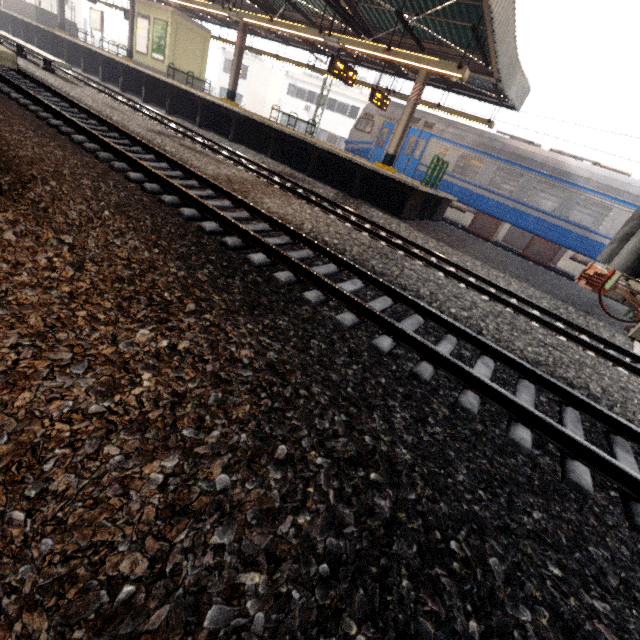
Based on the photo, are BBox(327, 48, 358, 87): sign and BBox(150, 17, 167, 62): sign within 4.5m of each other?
no

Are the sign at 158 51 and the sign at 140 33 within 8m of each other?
yes

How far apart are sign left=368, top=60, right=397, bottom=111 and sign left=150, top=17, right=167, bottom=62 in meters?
11.8 m

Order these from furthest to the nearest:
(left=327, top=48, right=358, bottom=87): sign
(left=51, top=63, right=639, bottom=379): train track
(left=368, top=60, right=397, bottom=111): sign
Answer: (left=368, top=60, right=397, bottom=111): sign < (left=327, top=48, right=358, bottom=87): sign < (left=51, top=63, right=639, bottom=379): train track

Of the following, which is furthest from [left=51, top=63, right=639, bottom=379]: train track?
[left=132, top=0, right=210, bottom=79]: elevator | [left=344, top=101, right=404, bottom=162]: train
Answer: [left=344, top=101, right=404, bottom=162]: train

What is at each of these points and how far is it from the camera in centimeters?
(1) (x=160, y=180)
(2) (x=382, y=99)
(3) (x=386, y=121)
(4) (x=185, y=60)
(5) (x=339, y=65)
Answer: (1) train track, 538cm
(2) sign, 1412cm
(3) train, 1595cm
(4) elevator, 1784cm
(5) sign, 1117cm

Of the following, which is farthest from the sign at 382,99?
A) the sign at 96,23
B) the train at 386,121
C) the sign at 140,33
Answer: the sign at 96,23

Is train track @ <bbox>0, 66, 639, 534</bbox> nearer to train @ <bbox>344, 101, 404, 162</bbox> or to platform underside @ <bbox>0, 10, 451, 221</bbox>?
platform underside @ <bbox>0, 10, 451, 221</bbox>
